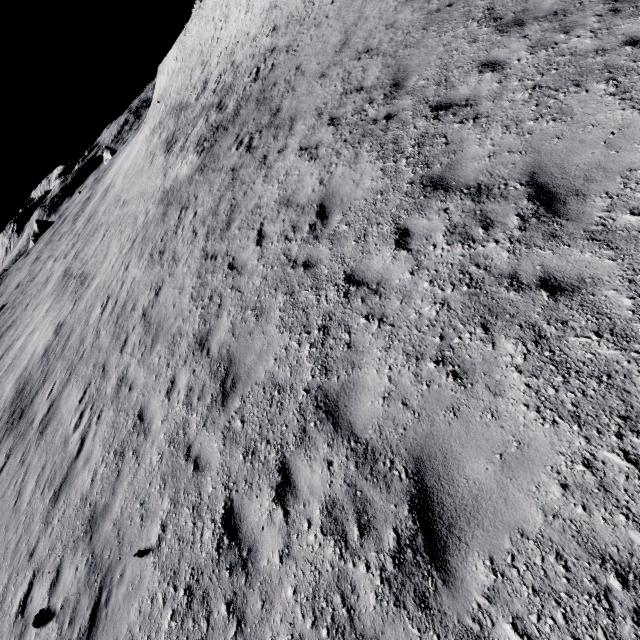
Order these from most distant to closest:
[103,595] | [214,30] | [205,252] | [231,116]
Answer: [214,30], [231,116], [205,252], [103,595]
